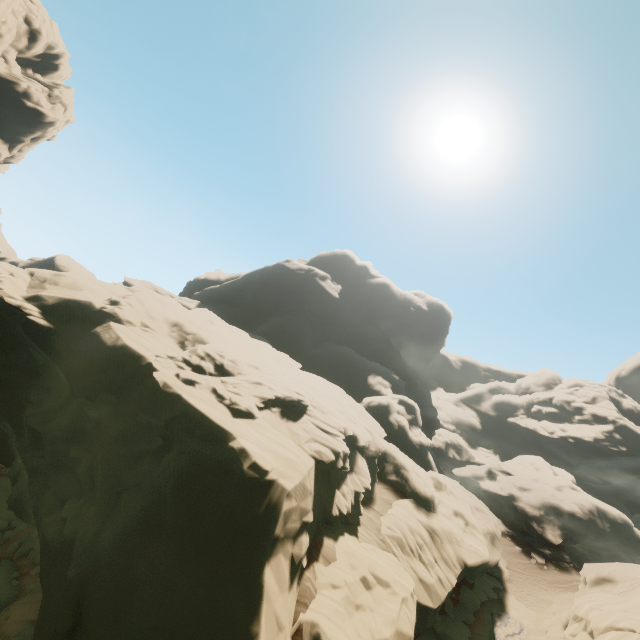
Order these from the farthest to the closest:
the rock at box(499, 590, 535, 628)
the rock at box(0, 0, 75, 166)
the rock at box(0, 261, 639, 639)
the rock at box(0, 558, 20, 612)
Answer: the rock at box(0, 0, 75, 166), the rock at box(499, 590, 535, 628), the rock at box(0, 558, 20, 612), the rock at box(0, 261, 639, 639)

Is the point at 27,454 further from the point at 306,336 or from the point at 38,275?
the point at 306,336

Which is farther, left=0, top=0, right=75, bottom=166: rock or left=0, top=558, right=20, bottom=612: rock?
left=0, top=0, right=75, bottom=166: rock

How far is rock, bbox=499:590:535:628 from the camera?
22.20m

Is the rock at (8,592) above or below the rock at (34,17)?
below

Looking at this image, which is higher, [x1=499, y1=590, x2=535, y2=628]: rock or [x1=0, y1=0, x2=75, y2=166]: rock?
[x1=0, y1=0, x2=75, y2=166]: rock

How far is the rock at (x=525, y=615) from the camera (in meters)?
22.20
